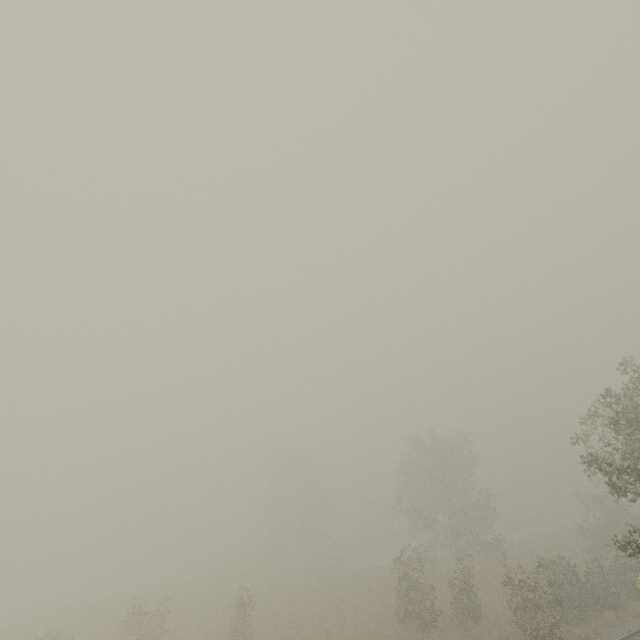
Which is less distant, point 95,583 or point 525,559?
point 525,559

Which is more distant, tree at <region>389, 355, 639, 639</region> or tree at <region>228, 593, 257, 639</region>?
tree at <region>228, 593, 257, 639</region>

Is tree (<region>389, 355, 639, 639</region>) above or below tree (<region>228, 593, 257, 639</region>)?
above

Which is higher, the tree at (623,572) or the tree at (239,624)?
the tree at (623,572)

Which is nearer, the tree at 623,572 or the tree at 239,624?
the tree at 623,572
